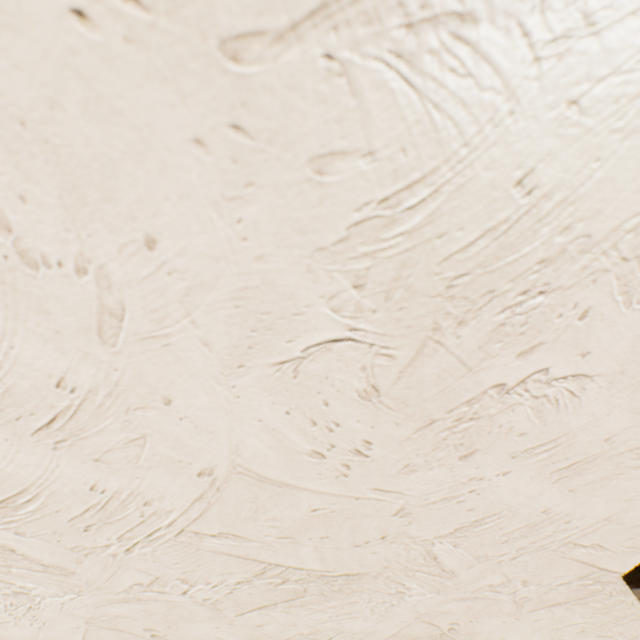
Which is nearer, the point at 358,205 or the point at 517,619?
the point at 358,205
